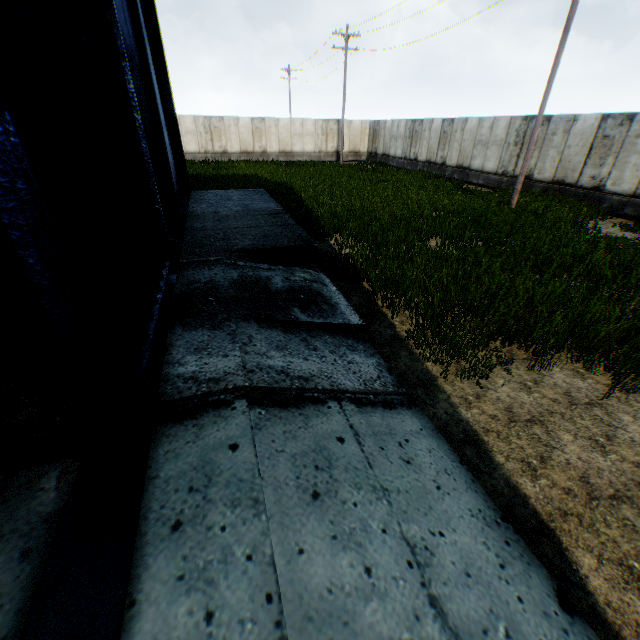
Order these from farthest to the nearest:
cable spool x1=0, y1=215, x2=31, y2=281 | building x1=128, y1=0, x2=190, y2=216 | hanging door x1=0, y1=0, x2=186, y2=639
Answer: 1. building x1=128, y1=0, x2=190, y2=216
2. cable spool x1=0, y1=215, x2=31, y2=281
3. hanging door x1=0, y1=0, x2=186, y2=639

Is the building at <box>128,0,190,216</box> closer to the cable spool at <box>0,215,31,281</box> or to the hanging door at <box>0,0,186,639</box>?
the hanging door at <box>0,0,186,639</box>

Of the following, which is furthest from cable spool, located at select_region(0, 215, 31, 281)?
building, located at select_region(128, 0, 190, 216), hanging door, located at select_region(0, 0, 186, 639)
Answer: building, located at select_region(128, 0, 190, 216)

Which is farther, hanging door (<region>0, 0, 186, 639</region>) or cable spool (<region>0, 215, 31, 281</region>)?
cable spool (<region>0, 215, 31, 281</region>)

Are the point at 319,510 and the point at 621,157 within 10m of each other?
no

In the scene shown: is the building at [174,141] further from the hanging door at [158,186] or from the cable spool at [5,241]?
the cable spool at [5,241]
